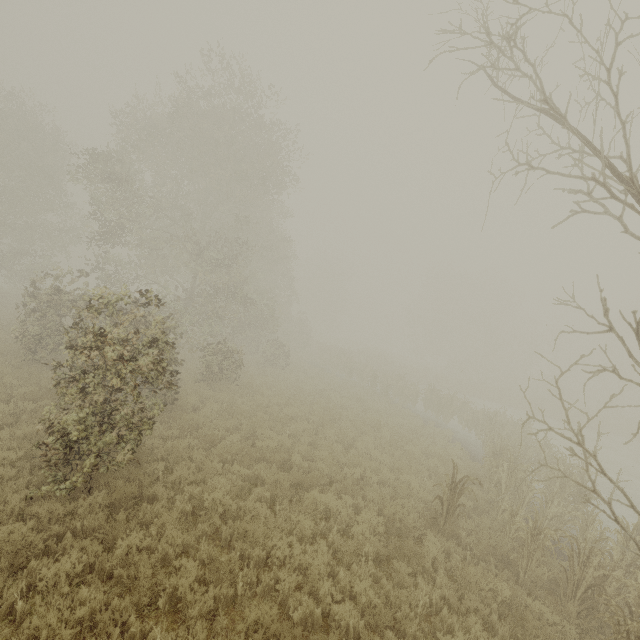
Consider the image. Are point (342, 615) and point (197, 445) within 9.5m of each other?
yes

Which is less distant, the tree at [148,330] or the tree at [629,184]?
the tree at [629,184]

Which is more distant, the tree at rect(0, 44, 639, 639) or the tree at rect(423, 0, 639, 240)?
the tree at rect(0, 44, 639, 639)
